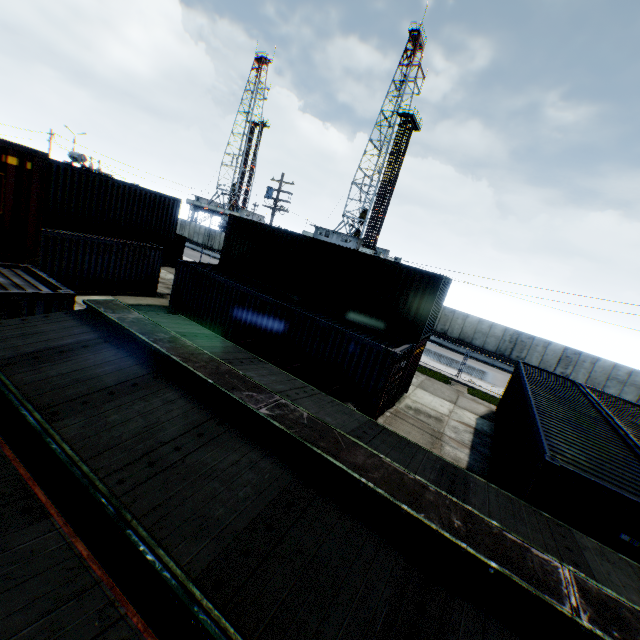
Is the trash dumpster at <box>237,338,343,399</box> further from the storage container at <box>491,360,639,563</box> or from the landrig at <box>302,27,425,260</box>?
the landrig at <box>302,27,425,260</box>

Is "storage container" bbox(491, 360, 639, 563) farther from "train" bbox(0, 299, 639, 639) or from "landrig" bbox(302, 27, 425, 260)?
"landrig" bbox(302, 27, 425, 260)

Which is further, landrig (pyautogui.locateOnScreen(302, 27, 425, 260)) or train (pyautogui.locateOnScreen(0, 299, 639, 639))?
landrig (pyautogui.locateOnScreen(302, 27, 425, 260))

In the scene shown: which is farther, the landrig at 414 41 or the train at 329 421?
the landrig at 414 41

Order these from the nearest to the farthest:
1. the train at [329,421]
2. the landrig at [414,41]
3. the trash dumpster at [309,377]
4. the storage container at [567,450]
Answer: the train at [329,421], the storage container at [567,450], the trash dumpster at [309,377], the landrig at [414,41]

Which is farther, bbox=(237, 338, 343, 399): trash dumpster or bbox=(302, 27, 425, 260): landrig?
bbox=(302, 27, 425, 260): landrig

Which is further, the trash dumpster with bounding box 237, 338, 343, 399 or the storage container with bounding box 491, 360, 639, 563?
the trash dumpster with bounding box 237, 338, 343, 399

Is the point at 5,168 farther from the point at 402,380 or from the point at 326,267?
the point at 402,380
